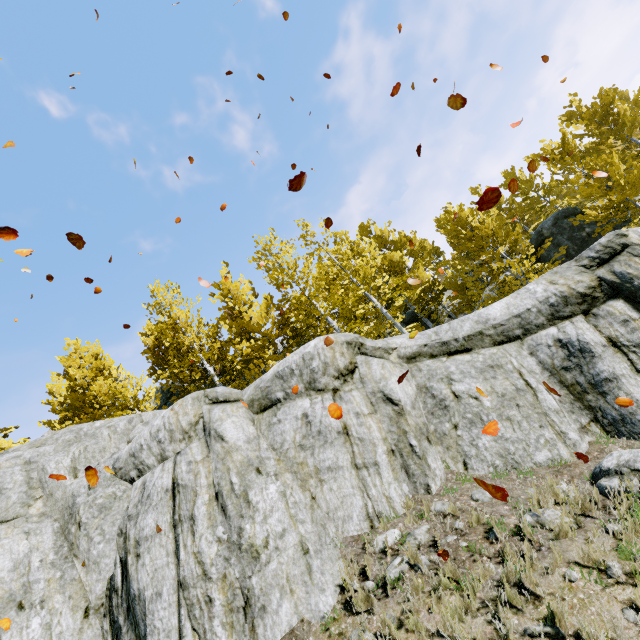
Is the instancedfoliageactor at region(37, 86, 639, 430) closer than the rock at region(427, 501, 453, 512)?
No

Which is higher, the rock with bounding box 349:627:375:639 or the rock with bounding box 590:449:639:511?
the rock with bounding box 349:627:375:639

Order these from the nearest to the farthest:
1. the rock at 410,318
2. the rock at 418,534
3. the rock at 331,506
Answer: the rock at 418,534 < the rock at 331,506 < the rock at 410,318

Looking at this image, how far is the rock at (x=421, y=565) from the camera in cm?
479

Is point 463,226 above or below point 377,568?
above

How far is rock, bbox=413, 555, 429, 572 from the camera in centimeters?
479cm
